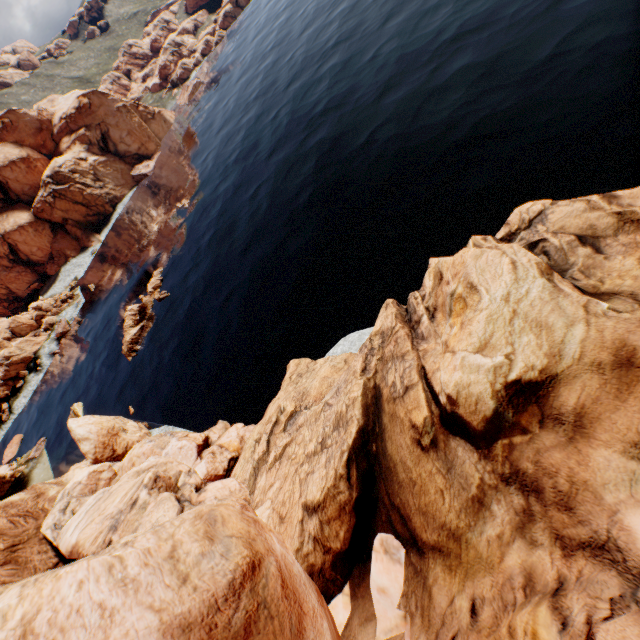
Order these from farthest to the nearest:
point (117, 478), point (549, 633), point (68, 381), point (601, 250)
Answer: point (68, 381), point (117, 478), point (601, 250), point (549, 633)

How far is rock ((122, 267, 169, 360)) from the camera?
50.8m

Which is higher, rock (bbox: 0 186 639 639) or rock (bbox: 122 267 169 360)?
rock (bbox: 0 186 639 639)

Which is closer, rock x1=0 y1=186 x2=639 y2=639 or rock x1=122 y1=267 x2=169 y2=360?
rock x1=0 y1=186 x2=639 y2=639

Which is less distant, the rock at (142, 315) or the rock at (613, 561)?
the rock at (613, 561)

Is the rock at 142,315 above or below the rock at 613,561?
below
